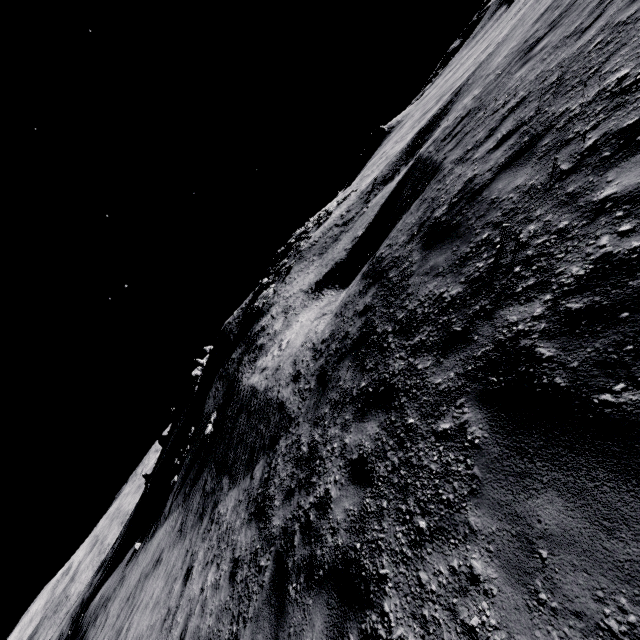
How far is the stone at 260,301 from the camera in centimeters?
3272cm

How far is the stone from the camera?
32.7 meters

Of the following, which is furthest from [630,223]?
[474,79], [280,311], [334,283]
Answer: [280,311]
